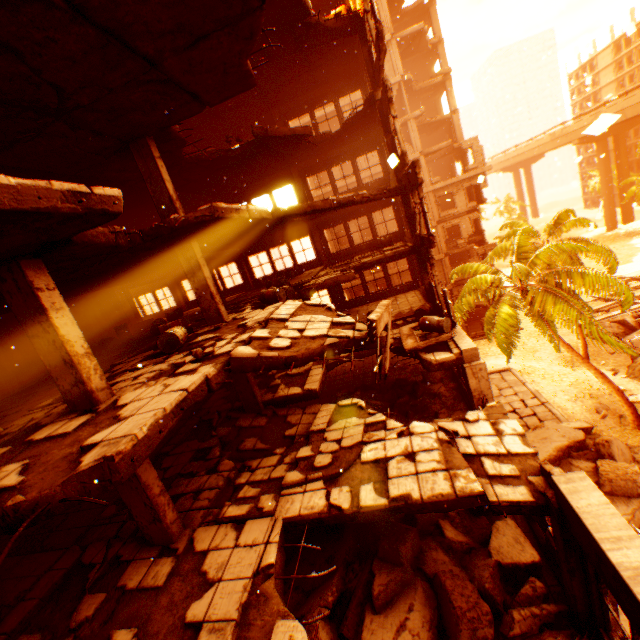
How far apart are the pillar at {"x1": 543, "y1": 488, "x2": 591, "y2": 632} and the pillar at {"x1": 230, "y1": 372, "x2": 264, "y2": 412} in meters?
8.1 m

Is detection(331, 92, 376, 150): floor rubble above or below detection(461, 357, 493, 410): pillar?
above

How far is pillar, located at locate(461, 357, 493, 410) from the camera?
9.5 meters

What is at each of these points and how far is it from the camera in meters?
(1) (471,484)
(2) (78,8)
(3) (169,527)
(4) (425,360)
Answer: (1) floor rubble, 5.3 m
(2) floor rubble, 4.7 m
(3) pillar, 6.2 m
(4) floor rubble, 10.1 m

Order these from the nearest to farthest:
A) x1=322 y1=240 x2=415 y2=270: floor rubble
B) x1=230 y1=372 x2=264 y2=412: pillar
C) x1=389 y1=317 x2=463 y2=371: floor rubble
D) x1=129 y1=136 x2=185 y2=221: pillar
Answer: x1=129 y1=136 x2=185 y2=221: pillar < x1=389 y1=317 x2=463 y2=371: floor rubble < x1=230 y1=372 x2=264 y2=412: pillar < x1=322 y1=240 x2=415 y2=270: floor rubble

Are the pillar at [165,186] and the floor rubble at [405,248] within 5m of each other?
no

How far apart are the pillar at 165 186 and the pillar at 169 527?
5.73m

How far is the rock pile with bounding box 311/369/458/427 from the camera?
11.79m
